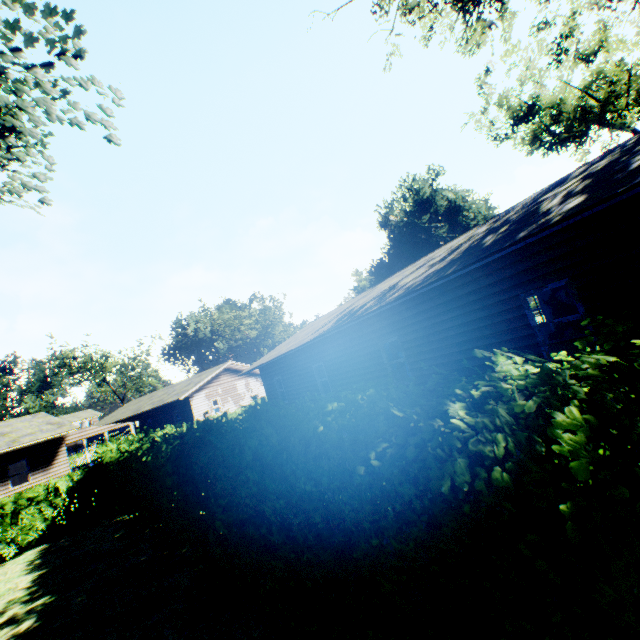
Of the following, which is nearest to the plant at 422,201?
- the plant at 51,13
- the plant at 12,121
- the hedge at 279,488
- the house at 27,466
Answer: the plant at 12,121

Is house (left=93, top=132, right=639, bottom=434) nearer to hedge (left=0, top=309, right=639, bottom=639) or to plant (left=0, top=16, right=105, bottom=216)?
hedge (left=0, top=309, right=639, bottom=639)

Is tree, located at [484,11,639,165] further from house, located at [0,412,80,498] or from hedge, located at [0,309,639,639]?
house, located at [0,412,80,498]

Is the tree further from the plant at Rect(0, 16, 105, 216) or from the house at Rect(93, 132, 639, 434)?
the plant at Rect(0, 16, 105, 216)

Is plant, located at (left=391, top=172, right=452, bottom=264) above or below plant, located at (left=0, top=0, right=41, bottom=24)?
above

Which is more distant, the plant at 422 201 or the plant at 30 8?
the plant at 422 201

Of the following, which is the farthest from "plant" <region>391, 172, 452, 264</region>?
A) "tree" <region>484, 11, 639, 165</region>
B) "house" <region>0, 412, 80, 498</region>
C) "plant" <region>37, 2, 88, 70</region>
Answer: "tree" <region>484, 11, 639, 165</region>

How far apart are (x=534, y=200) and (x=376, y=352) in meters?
6.7 m
